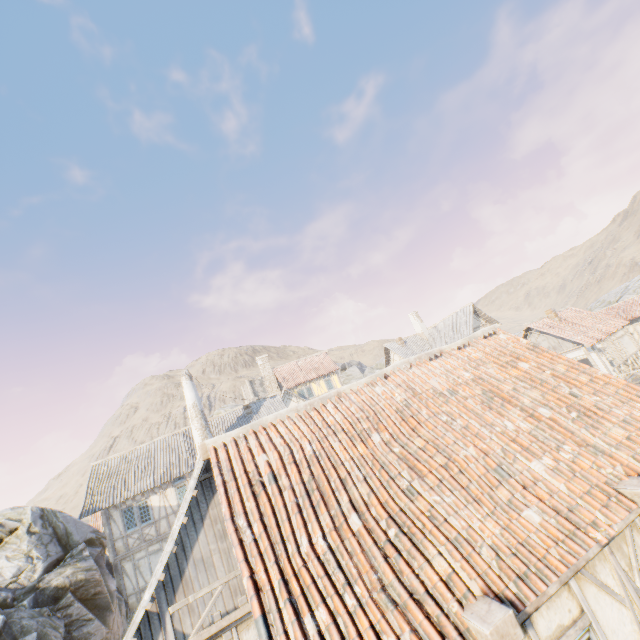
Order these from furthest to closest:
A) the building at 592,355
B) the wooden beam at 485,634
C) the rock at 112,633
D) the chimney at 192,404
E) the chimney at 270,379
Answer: the chimney at 270,379
the building at 592,355
the chimney at 192,404
the rock at 112,633
the wooden beam at 485,634

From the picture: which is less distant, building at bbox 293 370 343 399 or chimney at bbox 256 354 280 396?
building at bbox 293 370 343 399

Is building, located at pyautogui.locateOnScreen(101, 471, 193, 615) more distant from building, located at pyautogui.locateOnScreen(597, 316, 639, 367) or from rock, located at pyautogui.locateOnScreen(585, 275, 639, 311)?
building, located at pyautogui.locateOnScreen(597, 316, 639, 367)

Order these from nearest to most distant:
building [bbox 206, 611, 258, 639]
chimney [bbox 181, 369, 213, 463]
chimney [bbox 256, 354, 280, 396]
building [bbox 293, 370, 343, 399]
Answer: building [bbox 206, 611, 258, 639] → chimney [bbox 181, 369, 213, 463] → building [bbox 293, 370, 343, 399] → chimney [bbox 256, 354, 280, 396]

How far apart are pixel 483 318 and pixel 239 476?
32.2 meters

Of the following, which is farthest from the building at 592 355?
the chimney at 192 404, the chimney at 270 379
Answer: the chimney at 192 404

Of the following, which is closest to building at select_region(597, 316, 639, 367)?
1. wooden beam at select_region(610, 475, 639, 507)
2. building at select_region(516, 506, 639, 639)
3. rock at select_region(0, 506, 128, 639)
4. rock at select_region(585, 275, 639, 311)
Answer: rock at select_region(585, 275, 639, 311)

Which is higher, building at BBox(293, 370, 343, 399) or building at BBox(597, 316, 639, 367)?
building at BBox(293, 370, 343, 399)
